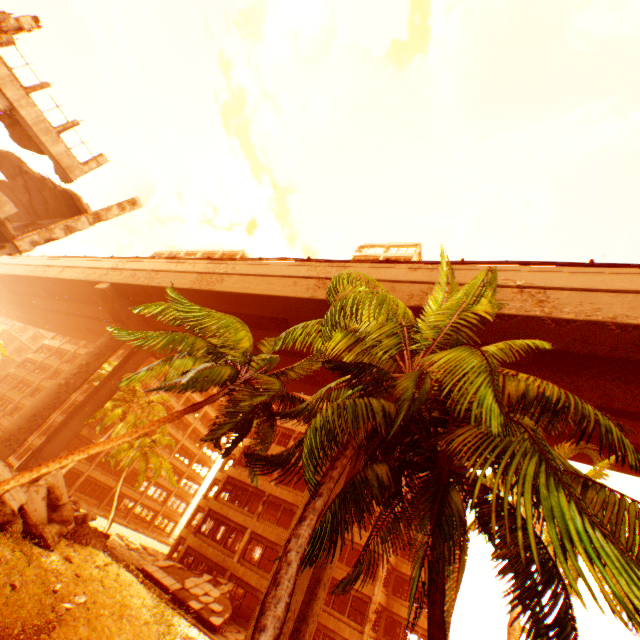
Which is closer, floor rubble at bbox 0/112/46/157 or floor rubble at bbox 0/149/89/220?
floor rubble at bbox 0/112/46/157

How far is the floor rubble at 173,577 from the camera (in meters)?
20.12

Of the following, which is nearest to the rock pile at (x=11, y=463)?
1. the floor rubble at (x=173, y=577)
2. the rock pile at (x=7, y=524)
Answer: the rock pile at (x=7, y=524)

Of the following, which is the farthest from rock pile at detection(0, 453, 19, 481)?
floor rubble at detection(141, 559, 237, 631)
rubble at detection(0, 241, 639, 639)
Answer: floor rubble at detection(141, 559, 237, 631)

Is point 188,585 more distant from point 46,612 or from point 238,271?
point 238,271

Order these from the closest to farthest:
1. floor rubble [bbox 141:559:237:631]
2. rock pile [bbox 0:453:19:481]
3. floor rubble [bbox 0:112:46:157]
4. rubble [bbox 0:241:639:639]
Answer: rubble [bbox 0:241:639:639] < rock pile [bbox 0:453:19:481] < floor rubble [bbox 0:112:46:157] < floor rubble [bbox 141:559:237:631]

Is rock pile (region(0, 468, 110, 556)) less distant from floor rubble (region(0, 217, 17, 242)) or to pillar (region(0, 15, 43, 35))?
pillar (region(0, 15, 43, 35))

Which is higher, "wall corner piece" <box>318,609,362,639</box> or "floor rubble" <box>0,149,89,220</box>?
"floor rubble" <box>0,149,89,220</box>
